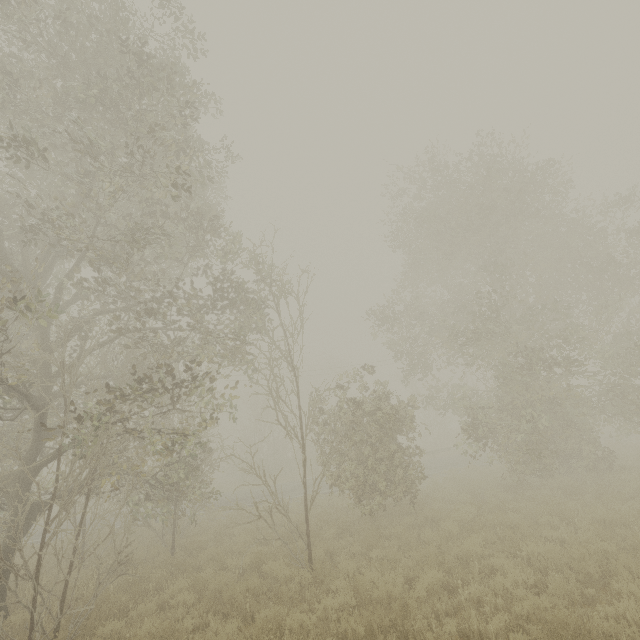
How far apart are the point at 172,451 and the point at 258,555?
4.0 meters
